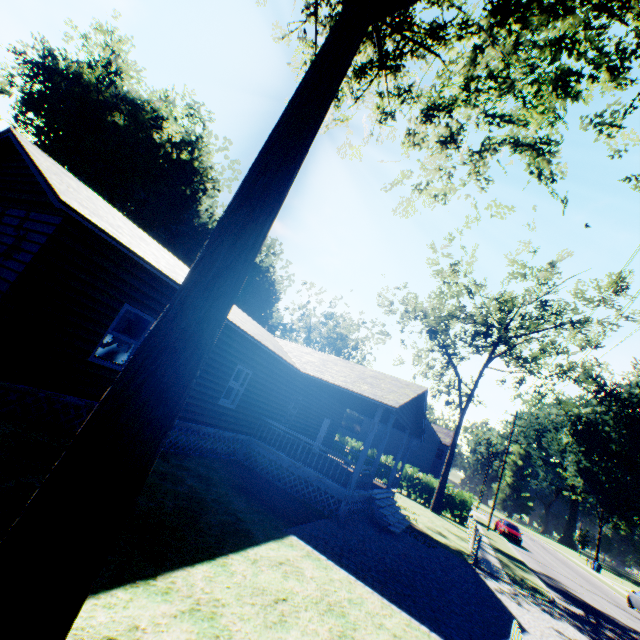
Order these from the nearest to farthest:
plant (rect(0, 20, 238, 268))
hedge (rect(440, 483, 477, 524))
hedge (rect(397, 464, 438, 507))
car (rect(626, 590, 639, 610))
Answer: car (rect(626, 590, 639, 610)) → plant (rect(0, 20, 238, 268)) → hedge (rect(440, 483, 477, 524)) → hedge (rect(397, 464, 438, 507))

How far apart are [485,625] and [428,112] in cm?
1395

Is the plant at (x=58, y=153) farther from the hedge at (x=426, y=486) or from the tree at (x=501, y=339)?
the tree at (x=501, y=339)

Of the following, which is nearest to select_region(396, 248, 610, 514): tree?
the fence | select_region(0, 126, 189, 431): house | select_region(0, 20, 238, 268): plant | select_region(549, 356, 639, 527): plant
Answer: the fence

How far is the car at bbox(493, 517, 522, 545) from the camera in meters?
30.7

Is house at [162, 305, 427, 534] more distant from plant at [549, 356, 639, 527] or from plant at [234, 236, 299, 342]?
plant at [549, 356, 639, 527]

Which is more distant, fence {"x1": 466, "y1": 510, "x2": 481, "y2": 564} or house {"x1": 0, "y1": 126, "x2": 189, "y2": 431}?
fence {"x1": 466, "y1": 510, "x2": 481, "y2": 564}

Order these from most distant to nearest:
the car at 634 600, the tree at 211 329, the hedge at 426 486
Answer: the hedge at 426 486 < the car at 634 600 < the tree at 211 329
